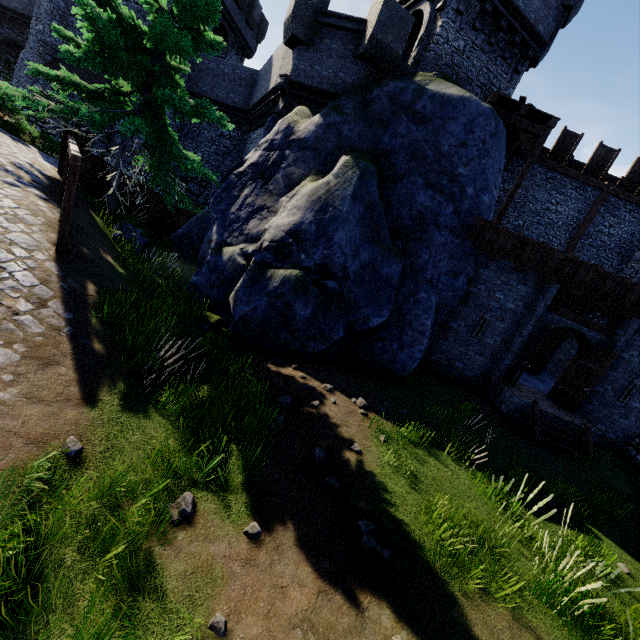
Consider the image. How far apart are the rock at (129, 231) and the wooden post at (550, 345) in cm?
1766

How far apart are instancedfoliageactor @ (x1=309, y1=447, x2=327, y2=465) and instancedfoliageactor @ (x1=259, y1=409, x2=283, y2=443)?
0.69m

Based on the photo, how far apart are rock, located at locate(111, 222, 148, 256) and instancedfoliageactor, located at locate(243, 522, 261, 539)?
9.2m

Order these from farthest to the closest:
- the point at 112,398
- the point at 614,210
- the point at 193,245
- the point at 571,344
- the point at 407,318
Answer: the point at 571,344 → the point at 614,210 → the point at 193,245 → the point at 407,318 → the point at 112,398

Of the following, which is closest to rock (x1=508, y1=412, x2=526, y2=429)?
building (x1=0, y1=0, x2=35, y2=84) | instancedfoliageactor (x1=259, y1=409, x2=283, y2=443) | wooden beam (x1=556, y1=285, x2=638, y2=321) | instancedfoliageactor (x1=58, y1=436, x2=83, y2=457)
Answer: wooden beam (x1=556, y1=285, x2=638, y2=321)

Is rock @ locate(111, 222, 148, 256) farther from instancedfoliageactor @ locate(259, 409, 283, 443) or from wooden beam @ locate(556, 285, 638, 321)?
wooden beam @ locate(556, 285, 638, 321)

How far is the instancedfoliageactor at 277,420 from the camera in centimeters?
548cm

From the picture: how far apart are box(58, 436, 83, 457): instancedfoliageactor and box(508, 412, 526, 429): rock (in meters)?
11.28
